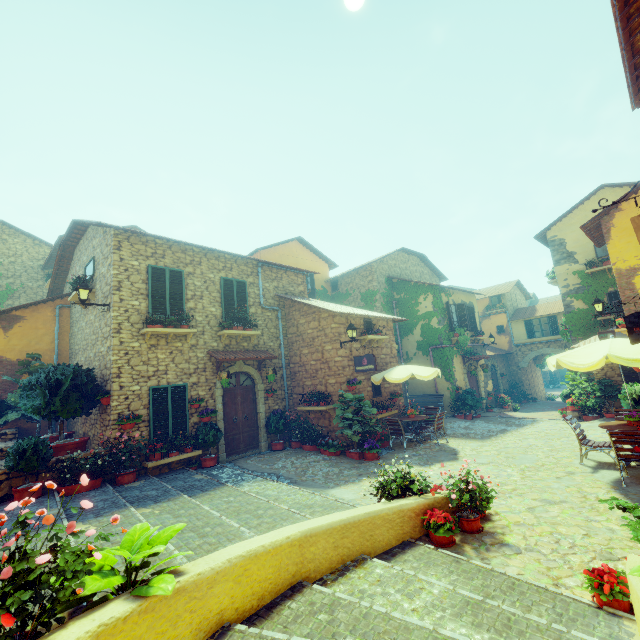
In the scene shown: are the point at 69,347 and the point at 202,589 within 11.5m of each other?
no

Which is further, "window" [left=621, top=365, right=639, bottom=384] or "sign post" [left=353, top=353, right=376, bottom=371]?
"window" [left=621, top=365, right=639, bottom=384]

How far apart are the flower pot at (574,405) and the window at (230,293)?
15.20m

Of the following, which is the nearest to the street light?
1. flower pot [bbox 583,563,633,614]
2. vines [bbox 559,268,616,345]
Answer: flower pot [bbox 583,563,633,614]

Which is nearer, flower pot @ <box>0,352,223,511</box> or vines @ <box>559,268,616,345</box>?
flower pot @ <box>0,352,223,511</box>

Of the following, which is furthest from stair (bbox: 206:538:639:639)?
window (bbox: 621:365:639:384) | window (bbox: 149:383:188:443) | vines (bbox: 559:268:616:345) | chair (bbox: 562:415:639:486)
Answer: vines (bbox: 559:268:616:345)

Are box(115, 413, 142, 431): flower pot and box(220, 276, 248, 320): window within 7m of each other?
yes

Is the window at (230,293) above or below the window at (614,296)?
above
